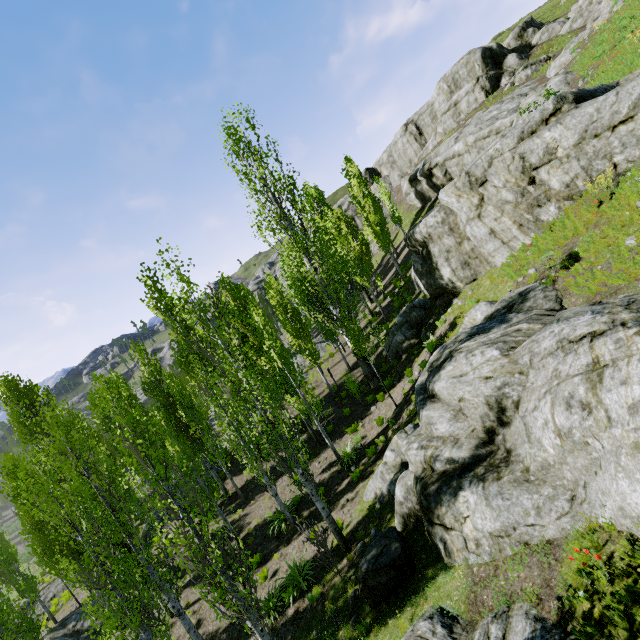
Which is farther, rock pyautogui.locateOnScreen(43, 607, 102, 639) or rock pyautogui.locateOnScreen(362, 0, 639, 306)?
rock pyautogui.locateOnScreen(43, 607, 102, 639)

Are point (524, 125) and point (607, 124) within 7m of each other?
yes

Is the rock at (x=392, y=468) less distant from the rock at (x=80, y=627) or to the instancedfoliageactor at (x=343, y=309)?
the instancedfoliageactor at (x=343, y=309)

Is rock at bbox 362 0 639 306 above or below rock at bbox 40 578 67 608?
above

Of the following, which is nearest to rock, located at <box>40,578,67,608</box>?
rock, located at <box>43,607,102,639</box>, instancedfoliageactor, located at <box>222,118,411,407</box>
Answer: instancedfoliageactor, located at <box>222,118,411,407</box>

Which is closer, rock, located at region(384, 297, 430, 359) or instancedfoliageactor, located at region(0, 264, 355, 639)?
instancedfoliageactor, located at region(0, 264, 355, 639)

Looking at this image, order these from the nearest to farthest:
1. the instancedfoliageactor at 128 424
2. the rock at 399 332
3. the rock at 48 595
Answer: the instancedfoliageactor at 128 424, the rock at 399 332, the rock at 48 595

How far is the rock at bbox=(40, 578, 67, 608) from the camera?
24.1 meters
